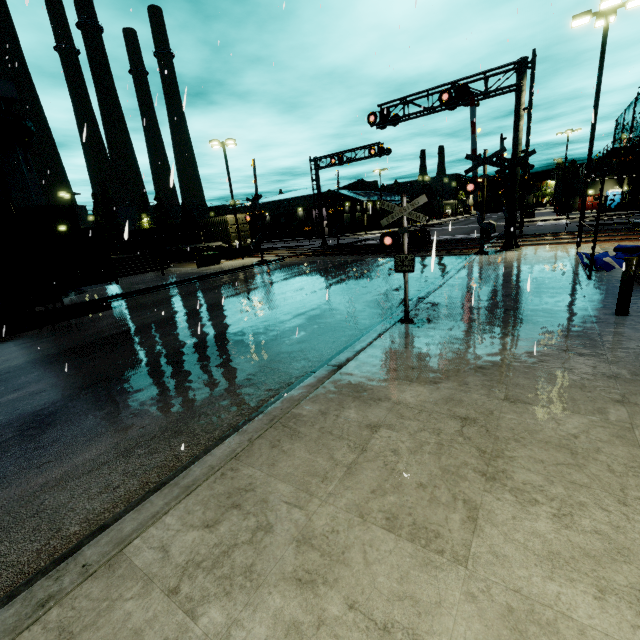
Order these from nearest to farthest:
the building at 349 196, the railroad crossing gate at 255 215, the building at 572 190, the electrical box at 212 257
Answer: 1. the railroad crossing gate at 255 215
2. the electrical box at 212 257
3. the building at 572 190
4. the building at 349 196

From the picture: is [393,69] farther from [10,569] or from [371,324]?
[10,569]

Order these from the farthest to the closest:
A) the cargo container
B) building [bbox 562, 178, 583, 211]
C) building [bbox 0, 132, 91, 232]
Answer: building [bbox 562, 178, 583, 211]
building [bbox 0, 132, 91, 232]
the cargo container

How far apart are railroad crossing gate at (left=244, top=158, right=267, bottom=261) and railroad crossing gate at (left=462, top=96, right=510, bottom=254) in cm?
1363

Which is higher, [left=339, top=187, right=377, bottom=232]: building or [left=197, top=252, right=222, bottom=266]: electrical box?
[left=339, top=187, right=377, bottom=232]: building

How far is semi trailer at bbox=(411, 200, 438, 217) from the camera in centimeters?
5744cm

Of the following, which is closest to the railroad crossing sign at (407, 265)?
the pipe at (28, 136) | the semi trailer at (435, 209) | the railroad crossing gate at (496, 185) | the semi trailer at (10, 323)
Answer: the railroad crossing gate at (496, 185)

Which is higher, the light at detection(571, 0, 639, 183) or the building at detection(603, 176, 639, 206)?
the light at detection(571, 0, 639, 183)
